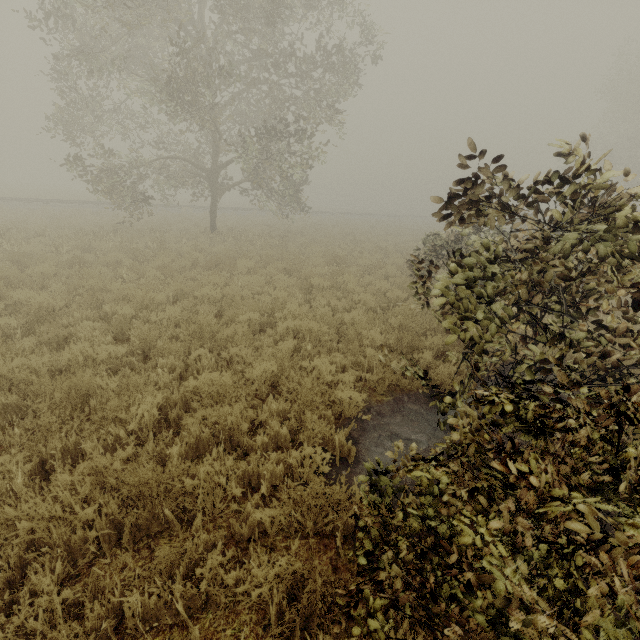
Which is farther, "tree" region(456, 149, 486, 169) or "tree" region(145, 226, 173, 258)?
"tree" region(145, 226, 173, 258)

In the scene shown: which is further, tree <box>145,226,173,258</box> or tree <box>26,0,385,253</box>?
tree <box>145,226,173,258</box>

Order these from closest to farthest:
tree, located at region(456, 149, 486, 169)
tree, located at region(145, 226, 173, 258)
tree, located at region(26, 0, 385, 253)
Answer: tree, located at region(456, 149, 486, 169), tree, located at region(26, 0, 385, 253), tree, located at region(145, 226, 173, 258)

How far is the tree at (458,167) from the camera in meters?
3.4 m

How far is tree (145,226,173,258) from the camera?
12.6 meters

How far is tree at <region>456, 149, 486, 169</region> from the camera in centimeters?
340cm

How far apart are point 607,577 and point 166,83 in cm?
2119

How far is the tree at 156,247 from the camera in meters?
12.6
